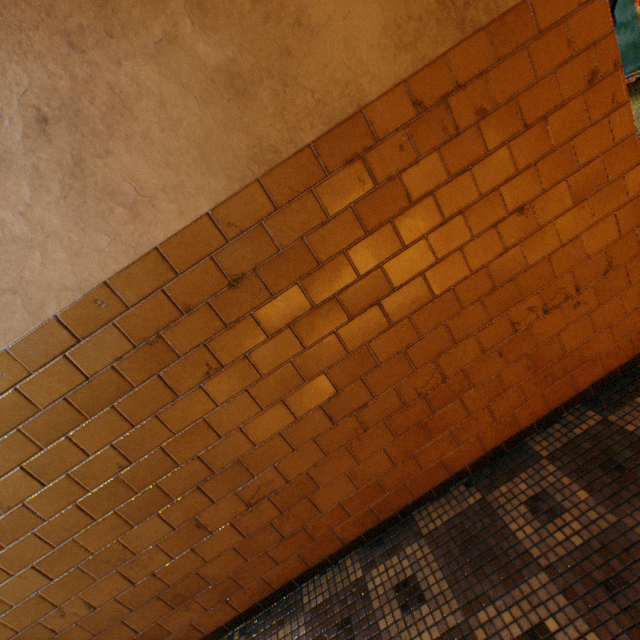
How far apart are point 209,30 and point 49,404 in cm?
163
